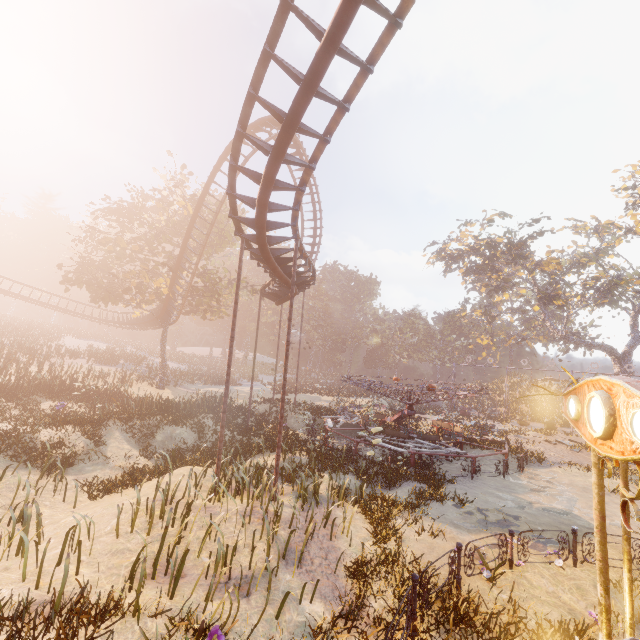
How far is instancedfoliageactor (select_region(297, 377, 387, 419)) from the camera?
27.97m

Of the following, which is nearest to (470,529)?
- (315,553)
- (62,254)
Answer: (315,553)

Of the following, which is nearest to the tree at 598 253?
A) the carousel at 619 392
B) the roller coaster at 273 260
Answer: the roller coaster at 273 260

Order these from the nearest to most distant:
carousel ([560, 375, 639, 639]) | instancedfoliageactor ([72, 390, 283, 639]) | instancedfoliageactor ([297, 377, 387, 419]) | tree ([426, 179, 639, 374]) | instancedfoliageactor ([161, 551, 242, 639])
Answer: → carousel ([560, 375, 639, 639]), instancedfoliageactor ([161, 551, 242, 639]), instancedfoliageactor ([72, 390, 283, 639]), instancedfoliageactor ([297, 377, 387, 419]), tree ([426, 179, 639, 374])

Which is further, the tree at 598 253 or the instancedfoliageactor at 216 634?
the tree at 598 253

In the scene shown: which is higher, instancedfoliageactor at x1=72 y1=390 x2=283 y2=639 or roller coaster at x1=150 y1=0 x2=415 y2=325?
roller coaster at x1=150 y1=0 x2=415 y2=325

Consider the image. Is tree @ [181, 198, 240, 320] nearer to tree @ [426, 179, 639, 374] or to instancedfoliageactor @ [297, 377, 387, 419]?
instancedfoliageactor @ [297, 377, 387, 419]

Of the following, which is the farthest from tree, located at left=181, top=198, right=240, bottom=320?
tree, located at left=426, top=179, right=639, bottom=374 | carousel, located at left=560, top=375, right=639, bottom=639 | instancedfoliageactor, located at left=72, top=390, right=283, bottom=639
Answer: tree, located at left=426, top=179, right=639, bottom=374
